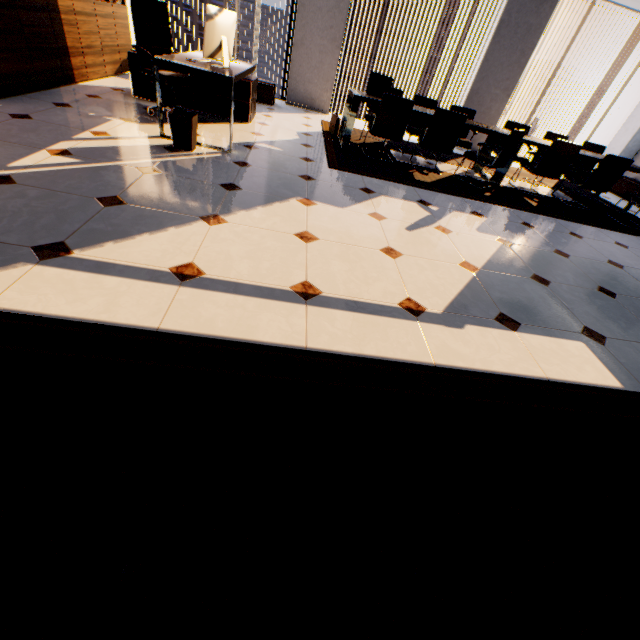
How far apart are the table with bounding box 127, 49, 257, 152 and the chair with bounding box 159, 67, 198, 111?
0.3 meters

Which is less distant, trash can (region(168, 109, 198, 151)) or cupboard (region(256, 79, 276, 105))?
trash can (region(168, 109, 198, 151))

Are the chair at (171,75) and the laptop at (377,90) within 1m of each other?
no

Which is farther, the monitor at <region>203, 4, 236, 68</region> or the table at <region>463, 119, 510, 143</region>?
the table at <region>463, 119, 510, 143</region>

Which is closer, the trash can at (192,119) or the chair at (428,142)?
the trash can at (192,119)

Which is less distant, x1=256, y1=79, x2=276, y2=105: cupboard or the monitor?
the monitor

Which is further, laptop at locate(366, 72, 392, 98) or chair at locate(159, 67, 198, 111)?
laptop at locate(366, 72, 392, 98)

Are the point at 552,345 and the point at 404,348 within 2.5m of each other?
yes
